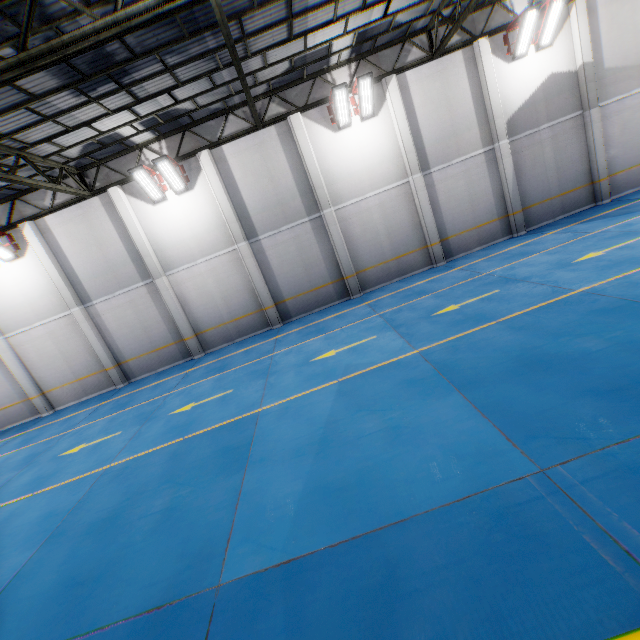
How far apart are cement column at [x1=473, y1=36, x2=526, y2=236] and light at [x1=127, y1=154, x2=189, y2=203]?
12.7 meters

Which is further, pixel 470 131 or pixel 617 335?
pixel 470 131

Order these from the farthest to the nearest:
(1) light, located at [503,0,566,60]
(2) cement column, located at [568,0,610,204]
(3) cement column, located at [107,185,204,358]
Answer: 1. (3) cement column, located at [107,185,204,358]
2. (2) cement column, located at [568,0,610,204]
3. (1) light, located at [503,0,566,60]

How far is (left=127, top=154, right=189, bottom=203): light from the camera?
12.21m

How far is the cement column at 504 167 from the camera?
12.8m

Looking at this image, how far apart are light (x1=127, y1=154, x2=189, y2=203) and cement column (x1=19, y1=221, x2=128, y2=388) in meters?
5.8 m

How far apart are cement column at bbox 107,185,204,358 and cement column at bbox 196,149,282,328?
3.35m

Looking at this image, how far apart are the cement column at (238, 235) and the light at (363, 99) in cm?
504
